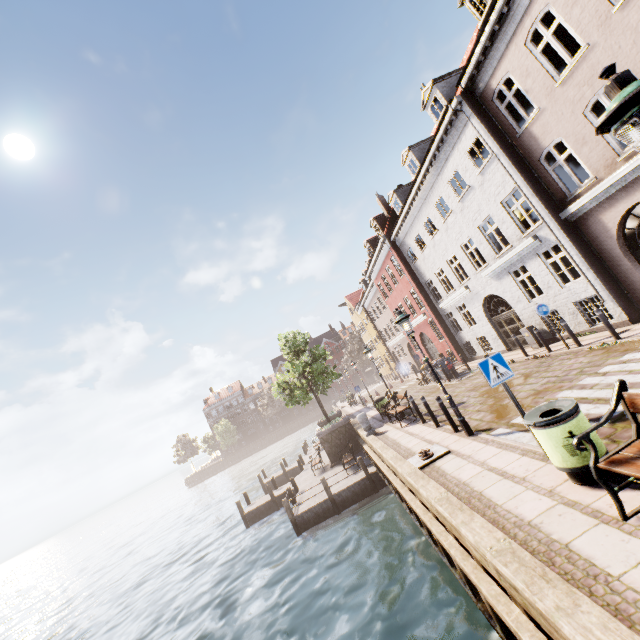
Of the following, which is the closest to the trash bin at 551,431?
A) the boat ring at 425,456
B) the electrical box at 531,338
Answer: the boat ring at 425,456

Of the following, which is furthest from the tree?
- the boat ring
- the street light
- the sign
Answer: the street light

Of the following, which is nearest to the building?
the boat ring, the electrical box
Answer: the electrical box

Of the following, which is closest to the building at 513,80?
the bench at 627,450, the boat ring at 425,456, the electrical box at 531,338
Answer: the electrical box at 531,338

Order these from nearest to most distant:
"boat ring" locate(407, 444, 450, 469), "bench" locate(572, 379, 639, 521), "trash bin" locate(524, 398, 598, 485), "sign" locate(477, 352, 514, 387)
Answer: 1. "bench" locate(572, 379, 639, 521)
2. "trash bin" locate(524, 398, 598, 485)
3. "sign" locate(477, 352, 514, 387)
4. "boat ring" locate(407, 444, 450, 469)

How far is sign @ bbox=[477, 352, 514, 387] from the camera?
5.74m

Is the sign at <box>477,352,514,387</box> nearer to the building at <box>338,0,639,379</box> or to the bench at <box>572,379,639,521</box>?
the bench at <box>572,379,639,521</box>

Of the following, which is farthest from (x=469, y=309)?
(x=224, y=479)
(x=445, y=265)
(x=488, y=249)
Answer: (x=224, y=479)
